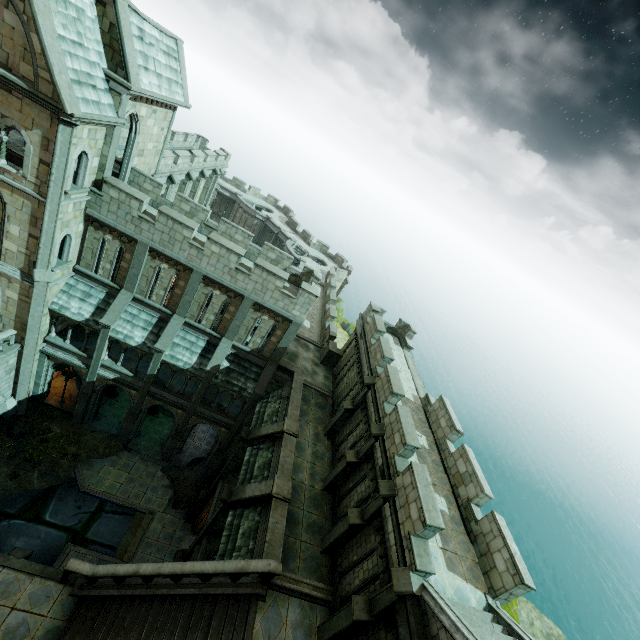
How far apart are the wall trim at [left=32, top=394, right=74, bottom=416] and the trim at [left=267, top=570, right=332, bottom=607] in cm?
1805

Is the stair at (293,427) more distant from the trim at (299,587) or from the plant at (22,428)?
the plant at (22,428)

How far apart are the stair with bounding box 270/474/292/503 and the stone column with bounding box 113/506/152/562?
11.6m

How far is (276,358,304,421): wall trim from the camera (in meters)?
18.30

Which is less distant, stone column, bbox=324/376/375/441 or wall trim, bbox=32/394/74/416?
stone column, bbox=324/376/375/441

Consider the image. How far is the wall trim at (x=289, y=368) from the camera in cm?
1830

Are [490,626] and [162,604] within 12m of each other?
yes

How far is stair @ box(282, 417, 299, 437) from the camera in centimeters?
1677cm
